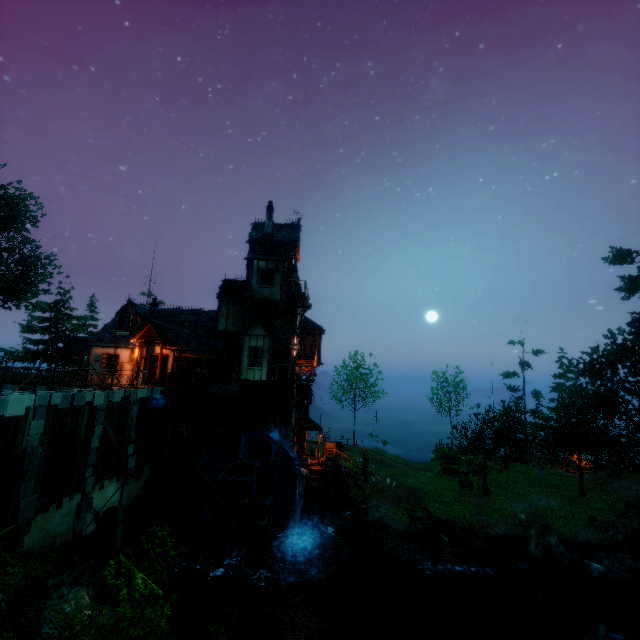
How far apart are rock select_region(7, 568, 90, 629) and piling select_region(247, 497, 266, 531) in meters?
8.8

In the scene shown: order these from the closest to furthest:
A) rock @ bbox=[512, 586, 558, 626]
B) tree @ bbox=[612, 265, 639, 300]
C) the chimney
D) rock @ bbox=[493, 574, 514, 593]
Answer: rock @ bbox=[512, 586, 558, 626] → rock @ bbox=[493, 574, 514, 593] → the chimney → tree @ bbox=[612, 265, 639, 300]

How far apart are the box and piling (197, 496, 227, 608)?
8.08m

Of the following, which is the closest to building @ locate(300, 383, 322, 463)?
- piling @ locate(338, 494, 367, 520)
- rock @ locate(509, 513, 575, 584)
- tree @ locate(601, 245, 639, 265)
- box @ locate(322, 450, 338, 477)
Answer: box @ locate(322, 450, 338, 477)

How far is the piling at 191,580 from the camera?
16.1m

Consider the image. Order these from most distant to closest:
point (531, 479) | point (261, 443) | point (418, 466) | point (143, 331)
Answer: point (418, 466), point (531, 479), point (143, 331), point (261, 443)

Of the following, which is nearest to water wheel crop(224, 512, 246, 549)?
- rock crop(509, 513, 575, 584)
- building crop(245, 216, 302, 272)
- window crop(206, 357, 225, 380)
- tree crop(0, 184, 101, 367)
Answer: building crop(245, 216, 302, 272)

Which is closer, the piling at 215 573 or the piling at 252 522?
the piling at 215 573
